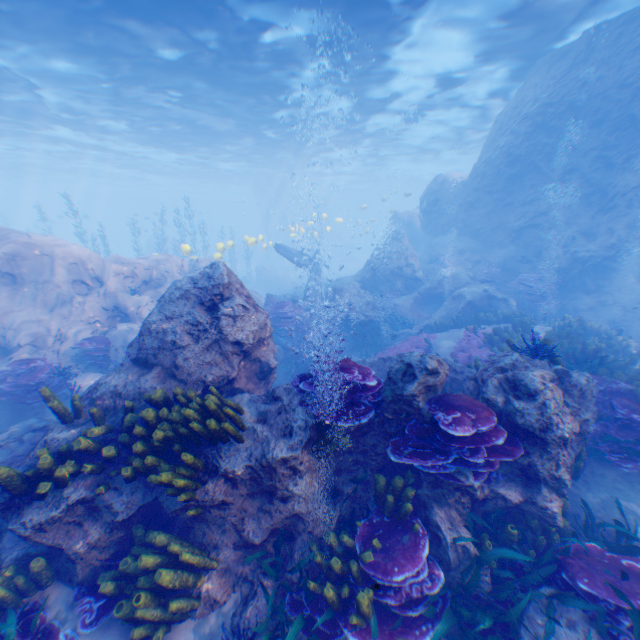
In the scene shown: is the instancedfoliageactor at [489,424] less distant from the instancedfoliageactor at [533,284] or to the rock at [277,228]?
the rock at [277,228]

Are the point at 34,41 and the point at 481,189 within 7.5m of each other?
no

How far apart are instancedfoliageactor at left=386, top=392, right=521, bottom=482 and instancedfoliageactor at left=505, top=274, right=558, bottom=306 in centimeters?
1086cm

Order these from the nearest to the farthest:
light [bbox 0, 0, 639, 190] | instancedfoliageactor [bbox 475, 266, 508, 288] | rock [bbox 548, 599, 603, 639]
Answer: rock [bbox 548, 599, 603, 639], light [bbox 0, 0, 639, 190], instancedfoliageactor [bbox 475, 266, 508, 288]

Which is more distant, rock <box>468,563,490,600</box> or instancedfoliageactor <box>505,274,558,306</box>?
instancedfoliageactor <box>505,274,558,306</box>

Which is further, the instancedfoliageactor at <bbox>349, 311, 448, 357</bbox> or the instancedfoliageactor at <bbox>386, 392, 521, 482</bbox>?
the instancedfoliageactor at <bbox>349, 311, 448, 357</bbox>

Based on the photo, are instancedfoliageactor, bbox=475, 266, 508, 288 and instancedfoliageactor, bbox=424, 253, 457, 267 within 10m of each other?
yes

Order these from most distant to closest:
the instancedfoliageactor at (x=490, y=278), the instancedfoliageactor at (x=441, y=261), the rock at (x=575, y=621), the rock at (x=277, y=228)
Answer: the rock at (x=277, y=228)
the instancedfoliageactor at (x=441, y=261)
the instancedfoliageactor at (x=490, y=278)
the rock at (x=575, y=621)
